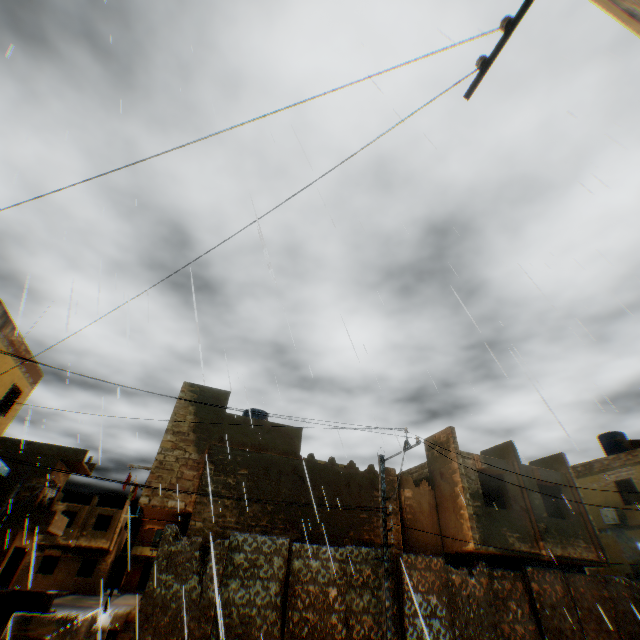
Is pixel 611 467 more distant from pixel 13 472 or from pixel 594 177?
pixel 13 472

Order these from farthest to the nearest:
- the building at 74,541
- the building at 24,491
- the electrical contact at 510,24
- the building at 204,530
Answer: the building at 24,491, the building at 74,541, the building at 204,530, the electrical contact at 510,24

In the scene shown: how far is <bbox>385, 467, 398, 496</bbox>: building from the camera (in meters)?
14.91

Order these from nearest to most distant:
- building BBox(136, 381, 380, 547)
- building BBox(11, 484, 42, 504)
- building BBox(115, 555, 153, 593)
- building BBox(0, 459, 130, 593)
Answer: building BBox(136, 381, 380, 547) → building BBox(0, 459, 130, 593) → building BBox(11, 484, 42, 504) → building BBox(115, 555, 153, 593)

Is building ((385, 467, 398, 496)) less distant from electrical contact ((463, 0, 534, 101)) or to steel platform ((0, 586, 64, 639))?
electrical contact ((463, 0, 534, 101))

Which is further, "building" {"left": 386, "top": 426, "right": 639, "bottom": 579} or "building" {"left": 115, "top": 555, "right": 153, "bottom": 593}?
"building" {"left": 115, "top": 555, "right": 153, "bottom": 593}

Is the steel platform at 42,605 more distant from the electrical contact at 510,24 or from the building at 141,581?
the electrical contact at 510,24
